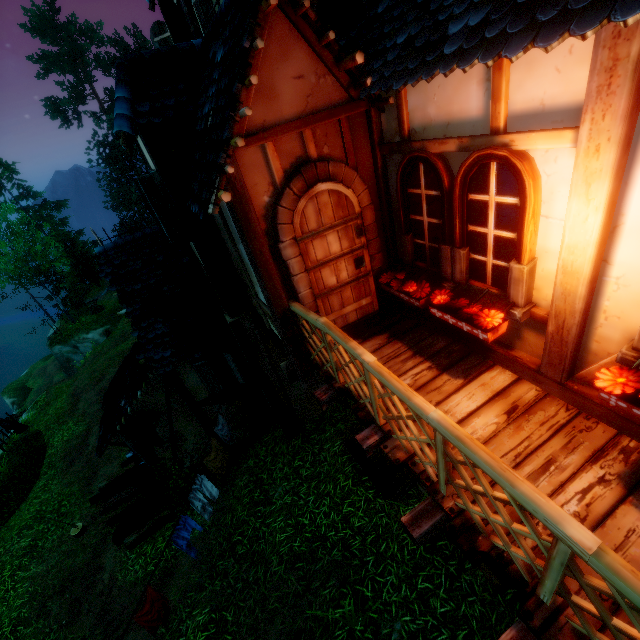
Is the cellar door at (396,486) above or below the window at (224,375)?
below

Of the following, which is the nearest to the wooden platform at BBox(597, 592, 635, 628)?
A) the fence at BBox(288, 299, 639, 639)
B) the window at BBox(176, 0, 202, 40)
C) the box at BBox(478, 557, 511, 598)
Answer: the fence at BBox(288, 299, 639, 639)

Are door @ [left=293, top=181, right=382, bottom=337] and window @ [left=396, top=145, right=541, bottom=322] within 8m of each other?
yes

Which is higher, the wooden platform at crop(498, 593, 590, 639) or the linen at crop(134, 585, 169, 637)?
the wooden platform at crop(498, 593, 590, 639)

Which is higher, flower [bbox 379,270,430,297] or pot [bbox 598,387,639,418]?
flower [bbox 379,270,430,297]

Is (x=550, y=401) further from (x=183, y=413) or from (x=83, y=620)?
(x=83, y=620)

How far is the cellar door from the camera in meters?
6.6

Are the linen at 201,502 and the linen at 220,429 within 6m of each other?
yes
